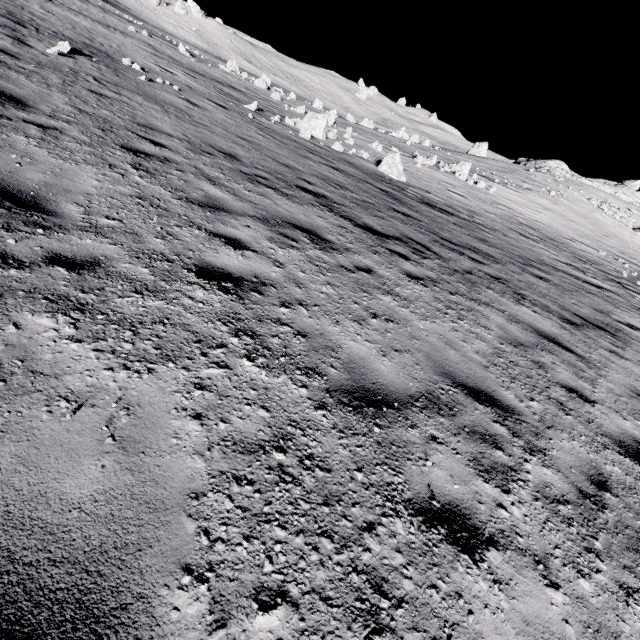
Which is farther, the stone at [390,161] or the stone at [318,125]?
the stone at [318,125]

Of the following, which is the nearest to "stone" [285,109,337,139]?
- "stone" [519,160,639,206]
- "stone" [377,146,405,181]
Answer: "stone" [377,146,405,181]

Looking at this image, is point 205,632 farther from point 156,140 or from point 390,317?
point 156,140

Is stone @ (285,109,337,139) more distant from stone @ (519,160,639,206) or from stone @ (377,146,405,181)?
stone @ (519,160,639,206)

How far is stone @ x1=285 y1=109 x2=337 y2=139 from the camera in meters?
19.6

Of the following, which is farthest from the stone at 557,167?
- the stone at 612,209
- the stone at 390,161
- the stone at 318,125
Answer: the stone at 318,125

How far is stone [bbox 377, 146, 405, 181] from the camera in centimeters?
1841cm

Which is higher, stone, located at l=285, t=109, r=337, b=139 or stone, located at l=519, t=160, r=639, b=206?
stone, located at l=519, t=160, r=639, b=206
